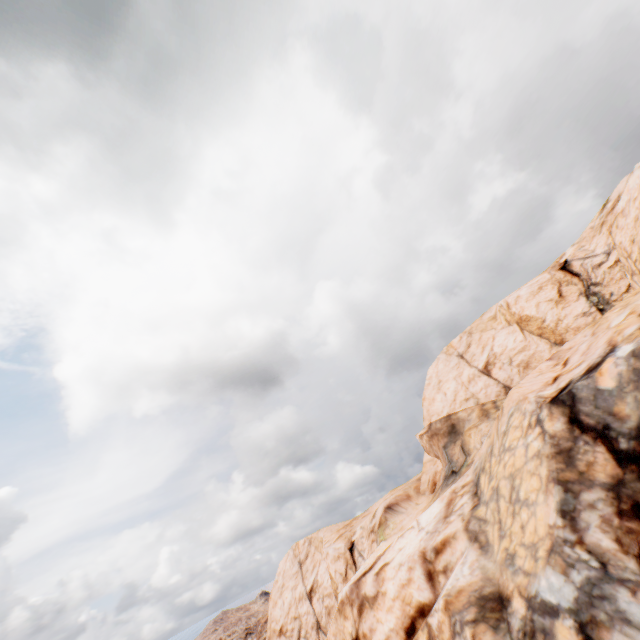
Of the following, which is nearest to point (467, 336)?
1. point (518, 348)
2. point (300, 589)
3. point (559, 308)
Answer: point (518, 348)
